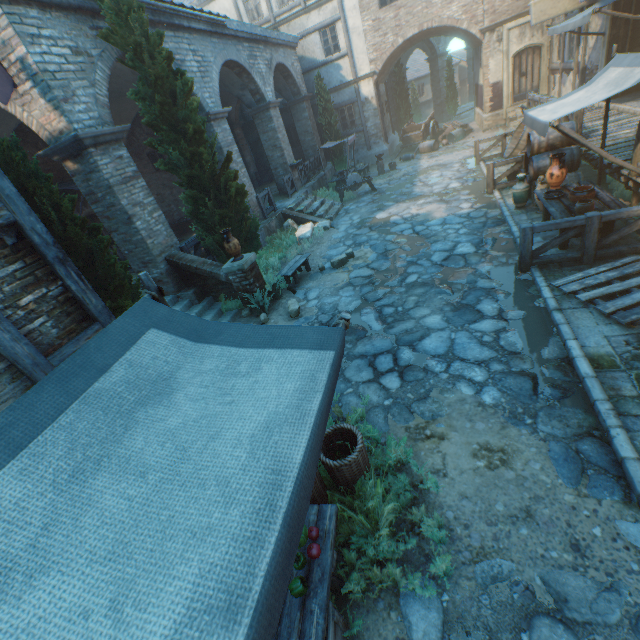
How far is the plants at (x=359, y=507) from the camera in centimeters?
296cm

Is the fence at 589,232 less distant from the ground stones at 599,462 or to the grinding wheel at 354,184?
the ground stones at 599,462

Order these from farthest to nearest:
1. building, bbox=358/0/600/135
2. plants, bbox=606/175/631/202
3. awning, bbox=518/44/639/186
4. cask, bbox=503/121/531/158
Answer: building, bbox=358/0/600/135 → cask, bbox=503/121/531/158 → plants, bbox=606/175/631/202 → awning, bbox=518/44/639/186

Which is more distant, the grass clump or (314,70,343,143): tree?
(314,70,343,143): tree

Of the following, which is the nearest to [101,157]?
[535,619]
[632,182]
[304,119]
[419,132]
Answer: [535,619]

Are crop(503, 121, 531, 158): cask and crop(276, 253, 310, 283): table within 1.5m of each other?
no

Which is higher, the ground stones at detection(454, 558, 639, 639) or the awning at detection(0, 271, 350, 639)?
the awning at detection(0, 271, 350, 639)

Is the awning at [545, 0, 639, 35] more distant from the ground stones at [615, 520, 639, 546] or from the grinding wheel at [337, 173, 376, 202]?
the ground stones at [615, 520, 639, 546]
